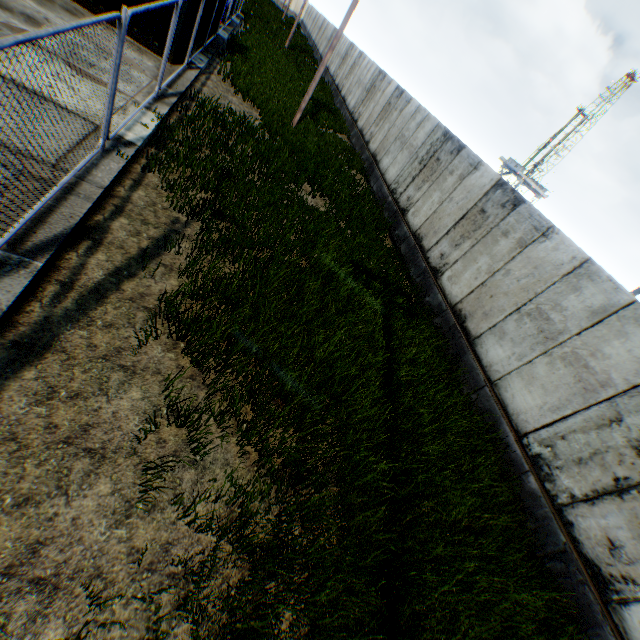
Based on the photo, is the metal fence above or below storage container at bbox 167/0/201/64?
above

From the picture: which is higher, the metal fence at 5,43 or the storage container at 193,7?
the metal fence at 5,43

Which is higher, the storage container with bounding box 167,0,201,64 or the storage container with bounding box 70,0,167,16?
the storage container with bounding box 167,0,201,64

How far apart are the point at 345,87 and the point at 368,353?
25.43m

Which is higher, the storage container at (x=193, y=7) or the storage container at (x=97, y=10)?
the storage container at (x=193, y=7)

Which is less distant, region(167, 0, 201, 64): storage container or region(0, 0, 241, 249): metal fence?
region(0, 0, 241, 249): metal fence
